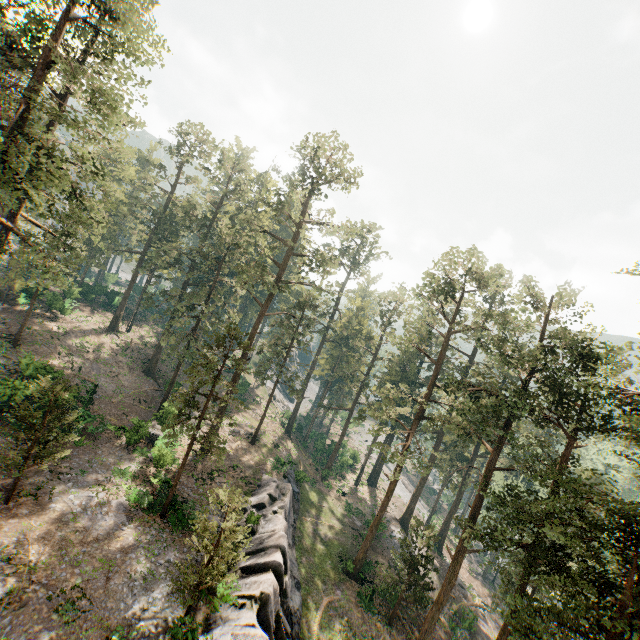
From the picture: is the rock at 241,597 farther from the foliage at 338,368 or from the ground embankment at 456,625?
the ground embankment at 456,625

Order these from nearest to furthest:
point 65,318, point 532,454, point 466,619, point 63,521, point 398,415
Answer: point 63,521
point 532,454
point 466,619
point 398,415
point 65,318

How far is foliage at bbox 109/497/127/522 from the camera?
20.28m

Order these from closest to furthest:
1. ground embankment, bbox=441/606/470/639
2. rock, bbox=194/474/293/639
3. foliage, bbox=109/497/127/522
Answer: rock, bbox=194/474/293/639 → foliage, bbox=109/497/127/522 → ground embankment, bbox=441/606/470/639

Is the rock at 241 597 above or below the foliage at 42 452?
below

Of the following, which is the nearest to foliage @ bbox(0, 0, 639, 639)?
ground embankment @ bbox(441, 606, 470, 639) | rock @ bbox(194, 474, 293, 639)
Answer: ground embankment @ bbox(441, 606, 470, 639)
